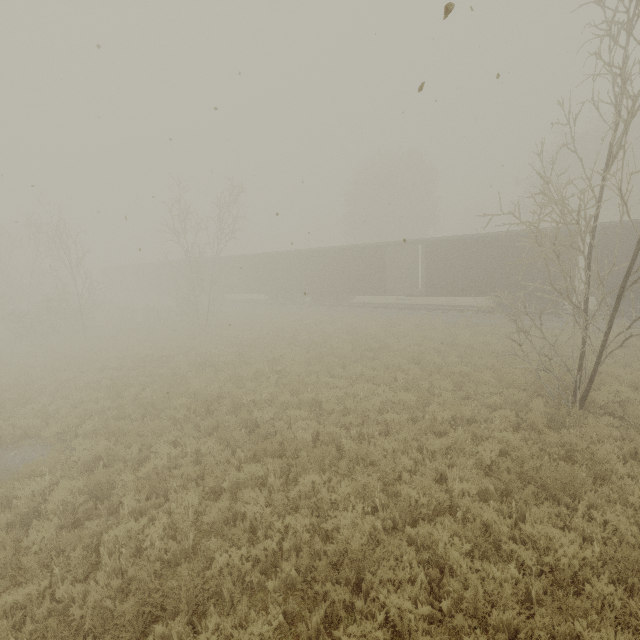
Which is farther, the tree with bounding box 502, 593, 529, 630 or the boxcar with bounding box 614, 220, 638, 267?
the boxcar with bounding box 614, 220, 638, 267

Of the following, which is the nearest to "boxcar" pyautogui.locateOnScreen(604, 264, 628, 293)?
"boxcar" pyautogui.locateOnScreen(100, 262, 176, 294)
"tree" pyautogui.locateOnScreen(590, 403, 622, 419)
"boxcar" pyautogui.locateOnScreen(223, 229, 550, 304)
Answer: "boxcar" pyautogui.locateOnScreen(223, 229, 550, 304)

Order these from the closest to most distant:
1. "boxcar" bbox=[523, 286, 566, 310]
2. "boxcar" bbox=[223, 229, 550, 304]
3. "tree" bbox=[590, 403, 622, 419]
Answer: "tree" bbox=[590, 403, 622, 419] < "boxcar" bbox=[523, 286, 566, 310] < "boxcar" bbox=[223, 229, 550, 304]

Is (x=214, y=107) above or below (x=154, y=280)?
above

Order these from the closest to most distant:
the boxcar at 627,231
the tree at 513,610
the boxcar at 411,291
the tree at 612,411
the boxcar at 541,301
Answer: the tree at 513,610 → the tree at 612,411 → the boxcar at 627,231 → the boxcar at 541,301 → the boxcar at 411,291

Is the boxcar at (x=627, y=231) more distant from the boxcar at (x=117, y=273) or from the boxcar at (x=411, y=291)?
the boxcar at (x=117, y=273)

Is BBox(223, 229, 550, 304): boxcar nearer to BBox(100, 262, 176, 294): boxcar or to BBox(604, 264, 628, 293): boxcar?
BBox(604, 264, 628, 293): boxcar
